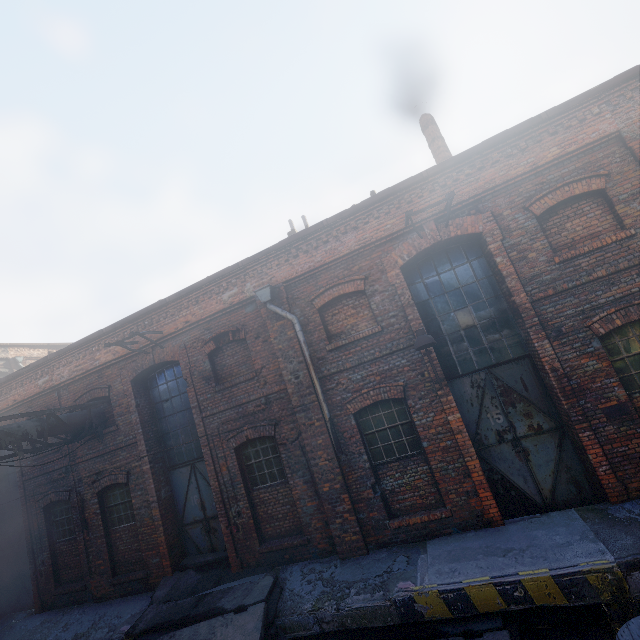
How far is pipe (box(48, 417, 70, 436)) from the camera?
8.61m

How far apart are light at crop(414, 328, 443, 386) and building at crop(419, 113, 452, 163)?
5.9 meters

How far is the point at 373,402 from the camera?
7.4m

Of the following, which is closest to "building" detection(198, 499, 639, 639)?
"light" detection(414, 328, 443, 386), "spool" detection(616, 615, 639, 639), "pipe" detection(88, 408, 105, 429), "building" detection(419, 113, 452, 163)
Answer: "spool" detection(616, 615, 639, 639)

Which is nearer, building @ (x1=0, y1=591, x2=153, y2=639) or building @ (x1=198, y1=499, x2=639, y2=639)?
building @ (x1=198, y1=499, x2=639, y2=639)

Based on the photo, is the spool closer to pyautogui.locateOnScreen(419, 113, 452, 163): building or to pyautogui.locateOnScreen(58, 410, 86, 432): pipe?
pyautogui.locateOnScreen(419, 113, 452, 163): building

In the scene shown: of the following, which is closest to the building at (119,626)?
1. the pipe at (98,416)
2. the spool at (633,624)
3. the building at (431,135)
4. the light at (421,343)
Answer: the spool at (633,624)

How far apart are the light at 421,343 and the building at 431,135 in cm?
591
